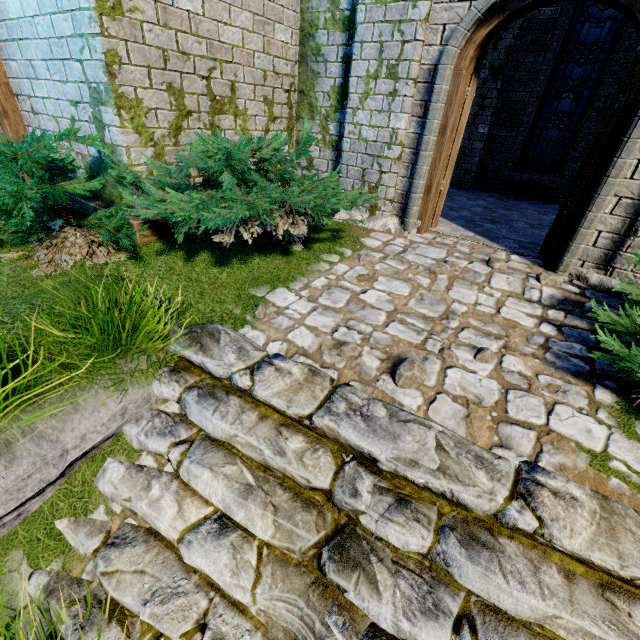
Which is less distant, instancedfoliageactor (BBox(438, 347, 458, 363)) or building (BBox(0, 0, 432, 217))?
instancedfoliageactor (BBox(438, 347, 458, 363))

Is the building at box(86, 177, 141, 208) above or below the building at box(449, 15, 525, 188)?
below

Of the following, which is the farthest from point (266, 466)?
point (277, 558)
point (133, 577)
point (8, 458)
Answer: point (8, 458)

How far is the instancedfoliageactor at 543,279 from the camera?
3.75m

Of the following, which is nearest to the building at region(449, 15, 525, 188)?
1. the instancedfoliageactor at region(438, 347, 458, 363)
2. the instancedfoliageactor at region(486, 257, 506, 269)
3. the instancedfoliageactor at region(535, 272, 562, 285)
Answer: the instancedfoliageactor at region(535, 272, 562, 285)

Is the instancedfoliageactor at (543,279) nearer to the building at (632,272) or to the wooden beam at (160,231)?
the building at (632,272)

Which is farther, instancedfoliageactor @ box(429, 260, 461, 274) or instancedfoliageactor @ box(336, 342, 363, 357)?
instancedfoliageactor @ box(429, 260, 461, 274)

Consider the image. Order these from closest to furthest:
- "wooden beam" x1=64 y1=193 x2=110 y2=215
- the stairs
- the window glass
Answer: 1. the stairs
2. "wooden beam" x1=64 y1=193 x2=110 y2=215
3. the window glass
